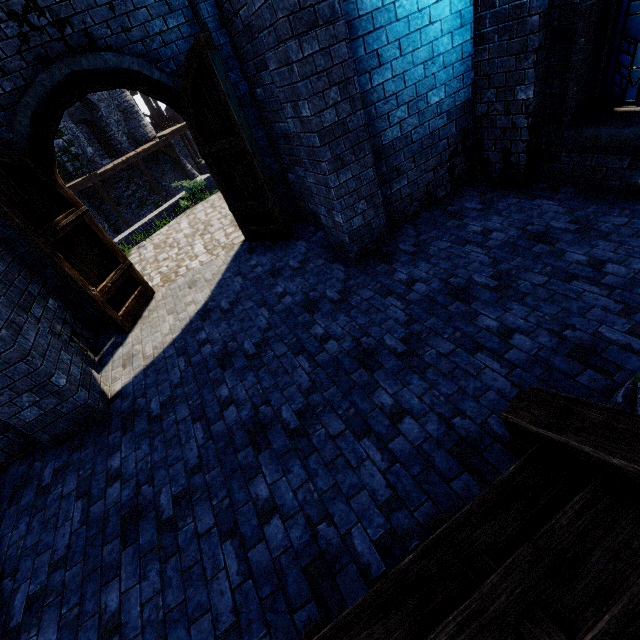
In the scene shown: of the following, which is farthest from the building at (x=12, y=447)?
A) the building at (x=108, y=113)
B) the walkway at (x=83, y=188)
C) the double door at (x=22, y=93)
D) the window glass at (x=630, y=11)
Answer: the building at (x=108, y=113)

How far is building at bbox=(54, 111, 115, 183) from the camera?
20.6m

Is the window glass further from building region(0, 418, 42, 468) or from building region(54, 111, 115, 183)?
building region(54, 111, 115, 183)

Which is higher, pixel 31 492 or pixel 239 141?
pixel 239 141

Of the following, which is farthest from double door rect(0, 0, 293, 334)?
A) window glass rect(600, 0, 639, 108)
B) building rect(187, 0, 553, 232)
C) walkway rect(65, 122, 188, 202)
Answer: walkway rect(65, 122, 188, 202)

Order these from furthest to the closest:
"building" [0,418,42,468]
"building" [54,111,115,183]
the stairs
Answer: "building" [54,111,115,183] → "building" [0,418,42,468] → the stairs

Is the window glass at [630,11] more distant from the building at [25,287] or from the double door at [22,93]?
the double door at [22,93]

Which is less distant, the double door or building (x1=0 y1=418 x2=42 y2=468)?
building (x1=0 y1=418 x2=42 y2=468)
